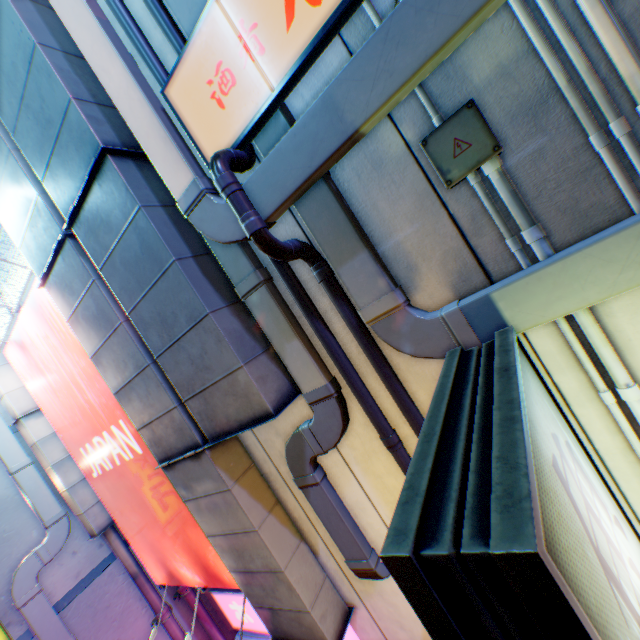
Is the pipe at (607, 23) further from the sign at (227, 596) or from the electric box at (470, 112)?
the sign at (227, 596)

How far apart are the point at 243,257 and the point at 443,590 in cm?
238

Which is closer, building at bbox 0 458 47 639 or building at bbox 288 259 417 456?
building at bbox 288 259 417 456

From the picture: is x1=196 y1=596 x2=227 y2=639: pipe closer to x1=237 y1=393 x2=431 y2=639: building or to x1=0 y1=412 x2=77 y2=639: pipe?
x1=0 y1=412 x2=77 y2=639: pipe

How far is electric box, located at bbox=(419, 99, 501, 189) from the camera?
1.6 meters

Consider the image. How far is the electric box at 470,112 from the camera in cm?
164

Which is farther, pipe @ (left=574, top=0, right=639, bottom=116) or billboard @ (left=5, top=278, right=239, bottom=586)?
billboard @ (left=5, top=278, right=239, bottom=586)

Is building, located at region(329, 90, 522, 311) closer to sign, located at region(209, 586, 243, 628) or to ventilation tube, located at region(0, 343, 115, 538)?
sign, located at region(209, 586, 243, 628)
